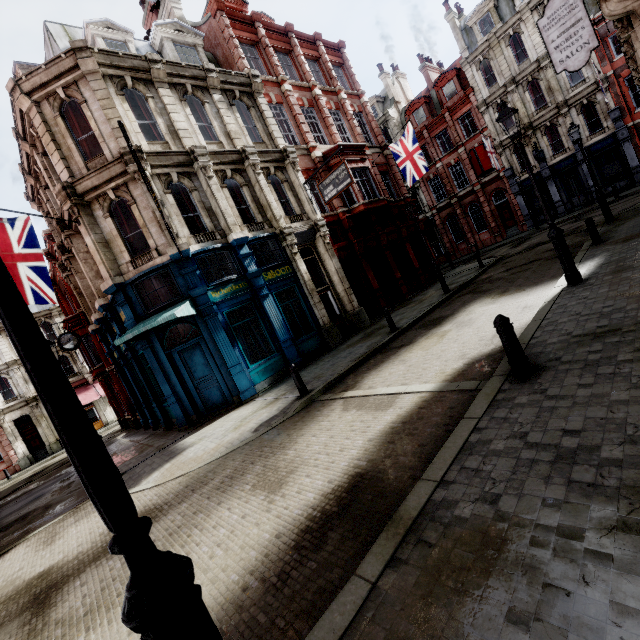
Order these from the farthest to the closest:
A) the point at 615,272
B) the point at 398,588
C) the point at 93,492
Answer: the point at 615,272 → the point at 398,588 → the point at 93,492

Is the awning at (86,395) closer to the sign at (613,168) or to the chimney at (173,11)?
the chimney at (173,11)

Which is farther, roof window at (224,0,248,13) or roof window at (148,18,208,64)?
roof window at (224,0,248,13)

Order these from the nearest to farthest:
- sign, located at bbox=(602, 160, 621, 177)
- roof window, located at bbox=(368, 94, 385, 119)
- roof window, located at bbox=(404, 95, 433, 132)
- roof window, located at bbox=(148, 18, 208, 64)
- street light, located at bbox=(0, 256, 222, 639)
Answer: street light, located at bbox=(0, 256, 222, 639)
roof window, located at bbox=(148, 18, 208, 64)
sign, located at bbox=(602, 160, 621, 177)
roof window, located at bbox=(404, 95, 433, 132)
roof window, located at bbox=(368, 94, 385, 119)

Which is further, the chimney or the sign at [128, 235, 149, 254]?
the chimney

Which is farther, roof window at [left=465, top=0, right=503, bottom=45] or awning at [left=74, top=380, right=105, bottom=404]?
awning at [left=74, top=380, right=105, bottom=404]

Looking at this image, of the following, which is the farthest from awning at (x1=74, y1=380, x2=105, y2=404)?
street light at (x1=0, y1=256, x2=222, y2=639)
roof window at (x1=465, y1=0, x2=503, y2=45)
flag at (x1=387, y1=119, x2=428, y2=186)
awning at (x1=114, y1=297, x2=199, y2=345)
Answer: roof window at (x1=465, y1=0, x2=503, y2=45)

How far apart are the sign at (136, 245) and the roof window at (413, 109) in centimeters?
3296cm
